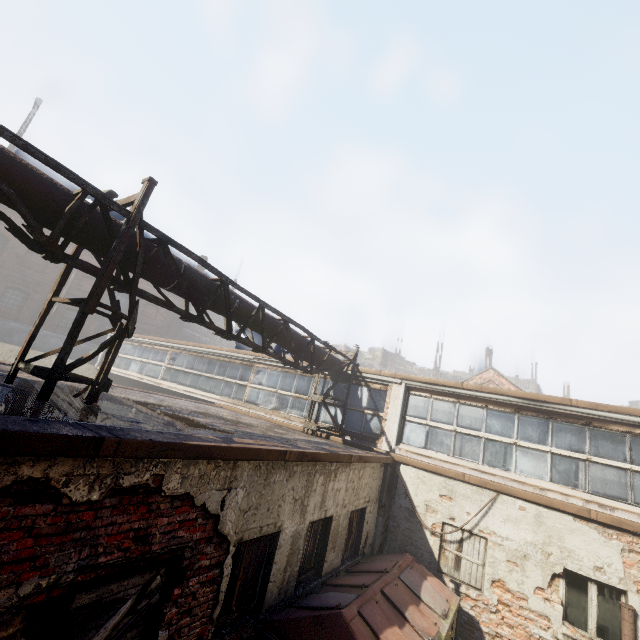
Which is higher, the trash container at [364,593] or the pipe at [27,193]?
the pipe at [27,193]

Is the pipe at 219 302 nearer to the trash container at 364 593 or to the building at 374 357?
the trash container at 364 593

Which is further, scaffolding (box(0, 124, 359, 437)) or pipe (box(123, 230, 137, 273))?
pipe (box(123, 230, 137, 273))

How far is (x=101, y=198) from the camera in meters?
4.2 m

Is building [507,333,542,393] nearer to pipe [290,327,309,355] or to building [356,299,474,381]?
building [356,299,474,381]

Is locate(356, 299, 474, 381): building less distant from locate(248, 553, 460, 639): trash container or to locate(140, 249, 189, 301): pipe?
locate(140, 249, 189, 301): pipe

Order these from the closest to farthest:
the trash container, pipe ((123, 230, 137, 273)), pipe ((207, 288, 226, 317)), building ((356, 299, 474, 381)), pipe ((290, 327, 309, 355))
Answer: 1. the trash container
2. pipe ((123, 230, 137, 273))
3. pipe ((207, 288, 226, 317))
4. pipe ((290, 327, 309, 355))
5. building ((356, 299, 474, 381))

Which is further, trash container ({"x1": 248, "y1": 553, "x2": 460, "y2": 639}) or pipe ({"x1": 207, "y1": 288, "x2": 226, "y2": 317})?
pipe ({"x1": 207, "y1": 288, "x2": 226, "y2": 317})
